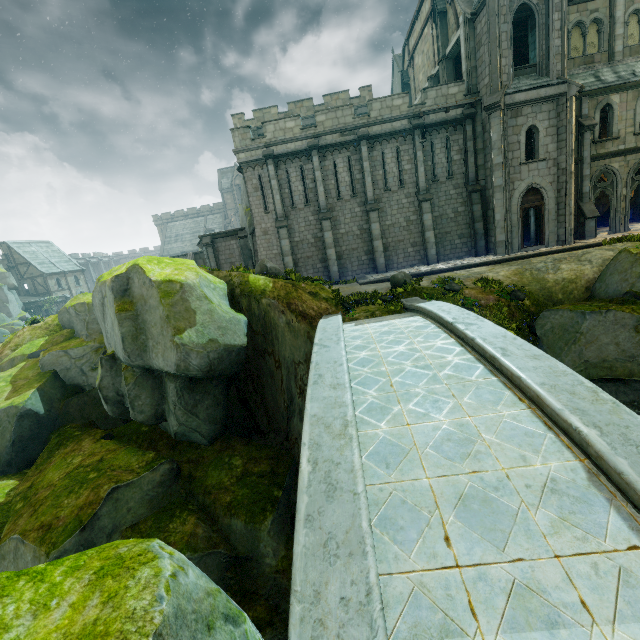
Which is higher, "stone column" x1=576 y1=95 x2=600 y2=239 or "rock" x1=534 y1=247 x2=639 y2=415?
"stone column" x1=576 y1=95 x2=600 y2=239

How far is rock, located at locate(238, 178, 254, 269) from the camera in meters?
26.9 m

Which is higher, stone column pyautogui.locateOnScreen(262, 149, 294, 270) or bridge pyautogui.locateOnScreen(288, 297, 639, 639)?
stone column pyautogui.locateOnScreen(262, 149, 294, 270)

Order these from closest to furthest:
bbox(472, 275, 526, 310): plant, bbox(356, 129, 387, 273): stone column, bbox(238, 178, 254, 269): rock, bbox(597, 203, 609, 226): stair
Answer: bbox(472, 275, 526, 310): plant < bbox(356, 129, 387, 273): stone column < bbox(597, 203, 609, 226): stair < bbox(238, 178, 254, 269): rock

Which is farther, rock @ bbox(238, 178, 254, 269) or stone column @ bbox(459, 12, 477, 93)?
rock @ bbox(238, 178, 254, 269)

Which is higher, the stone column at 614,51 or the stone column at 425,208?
the stone column at 614,51

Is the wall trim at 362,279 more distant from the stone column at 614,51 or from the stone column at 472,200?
the stone column at 614,51

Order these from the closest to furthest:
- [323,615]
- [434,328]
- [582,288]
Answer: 1. [323,615]
2. [434,328]
3. [582,288]
